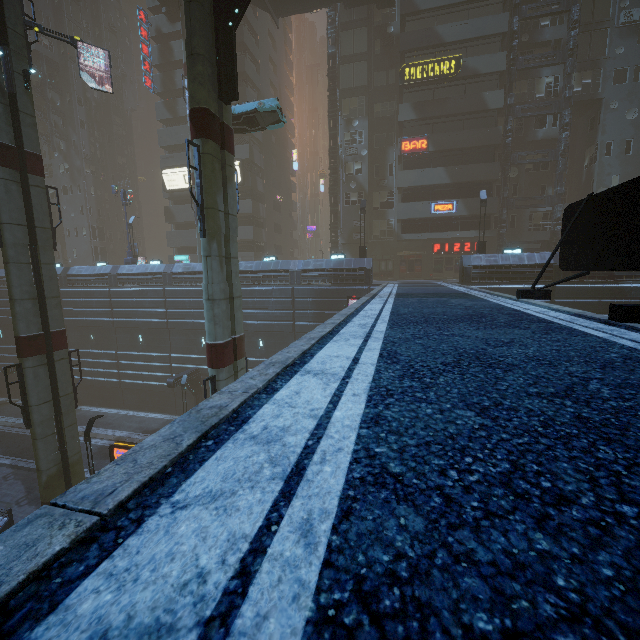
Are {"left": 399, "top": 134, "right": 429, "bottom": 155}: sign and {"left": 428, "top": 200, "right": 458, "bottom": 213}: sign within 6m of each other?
yes

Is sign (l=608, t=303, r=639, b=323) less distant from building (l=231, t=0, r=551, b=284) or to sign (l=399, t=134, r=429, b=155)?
building (l=231, t=0, r=551, b=284)

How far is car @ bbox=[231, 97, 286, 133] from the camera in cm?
1948

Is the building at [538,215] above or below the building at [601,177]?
below

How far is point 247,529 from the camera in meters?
1.1

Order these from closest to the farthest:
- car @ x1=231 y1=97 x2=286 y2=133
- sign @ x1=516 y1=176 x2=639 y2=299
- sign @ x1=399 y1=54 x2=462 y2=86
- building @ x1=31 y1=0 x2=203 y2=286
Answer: sign @ x1=516 y1=176 x2=639 y2=299 < car @ x1=231 y1=97 x2=286 y2=133 < sign @ x1=399 y1=54 x2=462 y2=86 < building @ x1=31 y1=0 x2=203 y2=286

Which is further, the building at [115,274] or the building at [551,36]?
the building at [115,274]

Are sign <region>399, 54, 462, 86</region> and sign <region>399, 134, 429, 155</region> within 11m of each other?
yes
